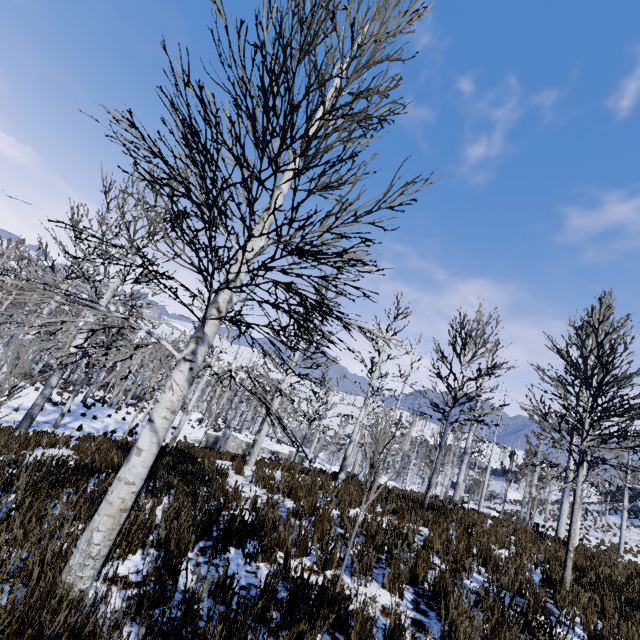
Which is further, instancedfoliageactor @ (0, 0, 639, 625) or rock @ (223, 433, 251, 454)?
rock @ (223, 433, 251, 454)

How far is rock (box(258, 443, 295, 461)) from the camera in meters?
32.2

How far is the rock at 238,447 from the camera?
30.53m

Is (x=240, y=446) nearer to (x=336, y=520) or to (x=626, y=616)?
(x=336, y=520)

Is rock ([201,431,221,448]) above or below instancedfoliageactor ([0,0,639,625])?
below
